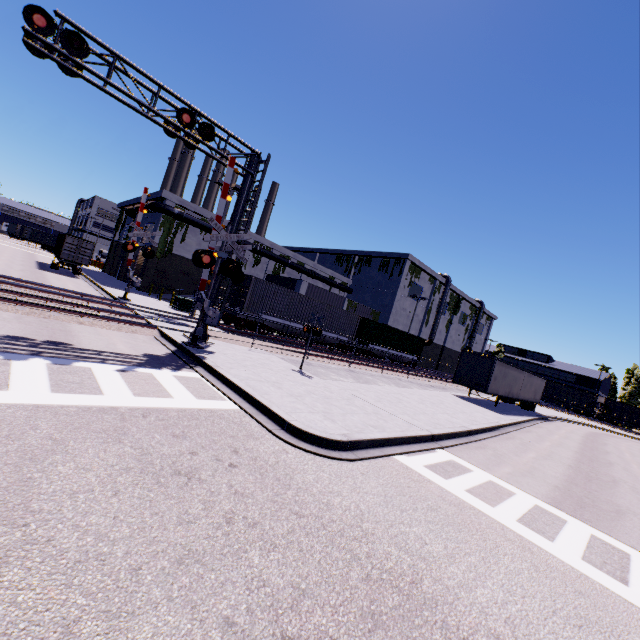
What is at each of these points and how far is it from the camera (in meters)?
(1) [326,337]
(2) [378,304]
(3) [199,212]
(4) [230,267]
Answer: (1) flatcar, 28.17
(2) building, 49.38
(3) building, 35.25
(4) railroad crossing gate, 12.93

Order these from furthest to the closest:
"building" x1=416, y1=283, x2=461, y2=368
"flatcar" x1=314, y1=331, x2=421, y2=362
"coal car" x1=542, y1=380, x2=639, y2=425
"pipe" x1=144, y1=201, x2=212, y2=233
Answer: "building" x1=416, y1=283, x2=461, y2=368, "coal car" x1=542, y1=380, x2=639, y2=425, "pipe" x1=144, y1=201, x2=212, y2=233, "flatcar" x1=314, y1=331, x2=421, y2=362

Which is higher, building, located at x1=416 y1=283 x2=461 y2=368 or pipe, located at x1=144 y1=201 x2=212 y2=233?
pipe, located at x1=144 y1=201 x2=212 y2=233

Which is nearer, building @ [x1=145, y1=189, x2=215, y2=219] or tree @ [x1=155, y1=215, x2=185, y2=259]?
building @ [x1=145, y1=189, x2=215, y2=219]

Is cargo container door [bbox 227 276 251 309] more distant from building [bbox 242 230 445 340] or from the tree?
the tree

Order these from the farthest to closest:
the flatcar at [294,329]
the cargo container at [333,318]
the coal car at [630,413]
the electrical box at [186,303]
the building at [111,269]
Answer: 1. the coal car at [630,413]
2. the building at [111,269]
3. the electrical box at [186,303]
4. the flatcar at [294,329]
5. the cargo container at [333,318]

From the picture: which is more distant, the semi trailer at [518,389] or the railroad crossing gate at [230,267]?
the semi trailer at [518,389]

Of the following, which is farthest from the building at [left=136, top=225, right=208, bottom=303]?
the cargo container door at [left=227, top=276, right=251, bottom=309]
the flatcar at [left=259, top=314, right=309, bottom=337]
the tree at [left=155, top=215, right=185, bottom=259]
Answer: the cargo container door at [left=227, top=276, right=251, bottom=309]
